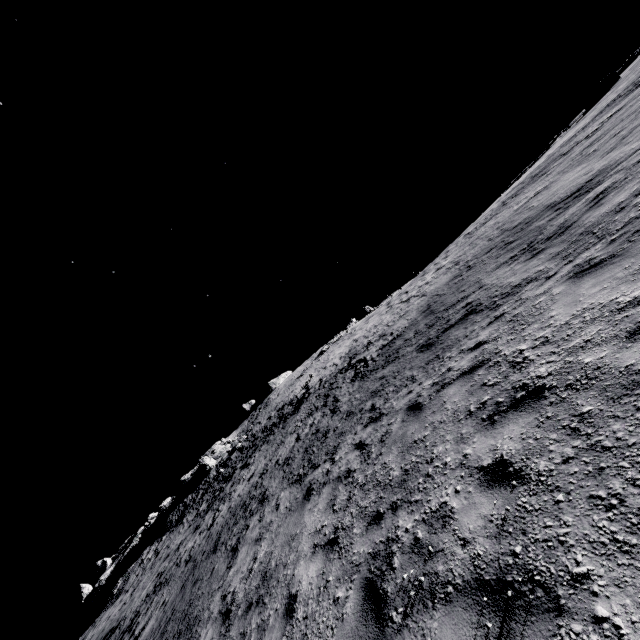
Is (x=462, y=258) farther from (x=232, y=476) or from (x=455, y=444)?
(x=232, y=476)
